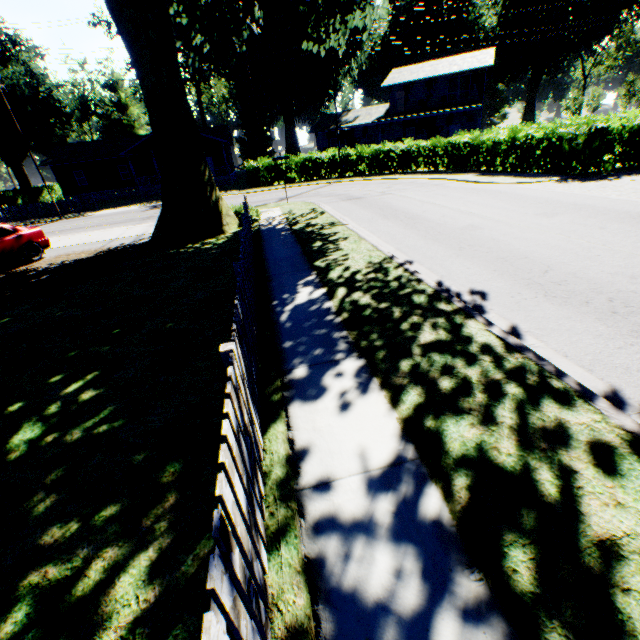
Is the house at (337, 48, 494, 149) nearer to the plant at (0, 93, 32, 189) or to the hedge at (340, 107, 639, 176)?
the hedge at (340, 107, 639, 176)

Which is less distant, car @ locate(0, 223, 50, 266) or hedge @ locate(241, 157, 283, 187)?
car @ locate(0, 223, 50, 266)

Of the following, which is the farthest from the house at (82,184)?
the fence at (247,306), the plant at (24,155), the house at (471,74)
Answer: the fence at (247,306)

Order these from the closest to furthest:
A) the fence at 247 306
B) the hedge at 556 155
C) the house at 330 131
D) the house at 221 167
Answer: the fence at 247 306 → the hedge at 556 155 → the house at 221 167 → the house at 330 131

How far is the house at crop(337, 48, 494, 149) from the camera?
34.00m

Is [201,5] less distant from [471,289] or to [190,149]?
[190,149]

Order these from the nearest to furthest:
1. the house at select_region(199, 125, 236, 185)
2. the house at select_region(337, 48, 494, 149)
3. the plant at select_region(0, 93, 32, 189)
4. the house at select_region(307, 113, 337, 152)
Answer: the house at select_region(337, 48, 494, 149) < the house at select_region(199, 125, 236, 185) < the plant at select_region(0, 93, 32, 189) < the house at select_region(307, 113, 337, 152)

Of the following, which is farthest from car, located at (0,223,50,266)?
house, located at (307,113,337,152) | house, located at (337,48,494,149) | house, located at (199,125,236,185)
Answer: house, located at (337,48,494,149)
